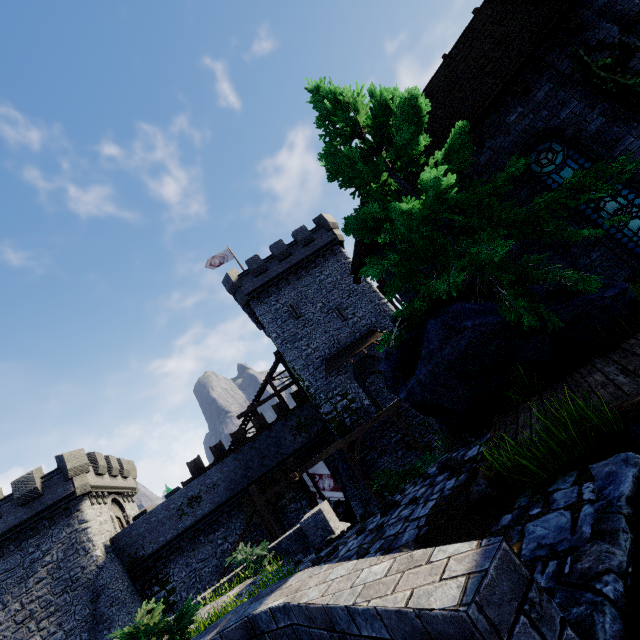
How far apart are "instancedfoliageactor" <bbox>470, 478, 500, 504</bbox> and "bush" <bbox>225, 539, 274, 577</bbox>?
9.1m

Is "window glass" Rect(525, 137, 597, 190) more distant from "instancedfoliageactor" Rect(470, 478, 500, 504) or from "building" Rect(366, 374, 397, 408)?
→ "building" Rect(366, 374, 397, 408)

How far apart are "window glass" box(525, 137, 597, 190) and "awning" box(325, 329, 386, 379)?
17.2 meters

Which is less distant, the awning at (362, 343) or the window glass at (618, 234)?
the window glass at (618, 234)

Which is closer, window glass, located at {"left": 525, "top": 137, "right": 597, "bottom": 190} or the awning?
window glass, located at {"left": 525, "top": 137, "right": 597, "bottom": 190}

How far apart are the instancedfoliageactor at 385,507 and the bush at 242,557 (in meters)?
6.60

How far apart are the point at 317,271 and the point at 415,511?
25.1 meters

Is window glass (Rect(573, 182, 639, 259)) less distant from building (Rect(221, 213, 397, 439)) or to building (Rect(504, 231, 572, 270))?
building (Rect(504, 231, 572, 270))
